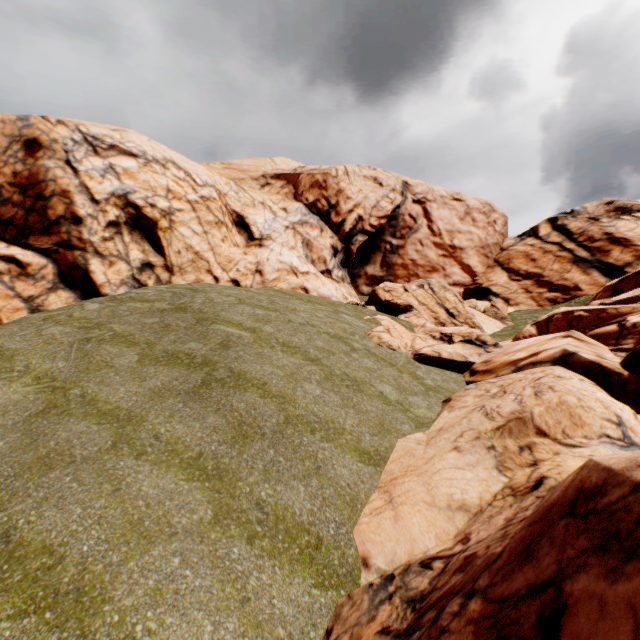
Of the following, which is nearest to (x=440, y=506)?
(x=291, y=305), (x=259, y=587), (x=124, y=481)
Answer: (x=259, y=587)
